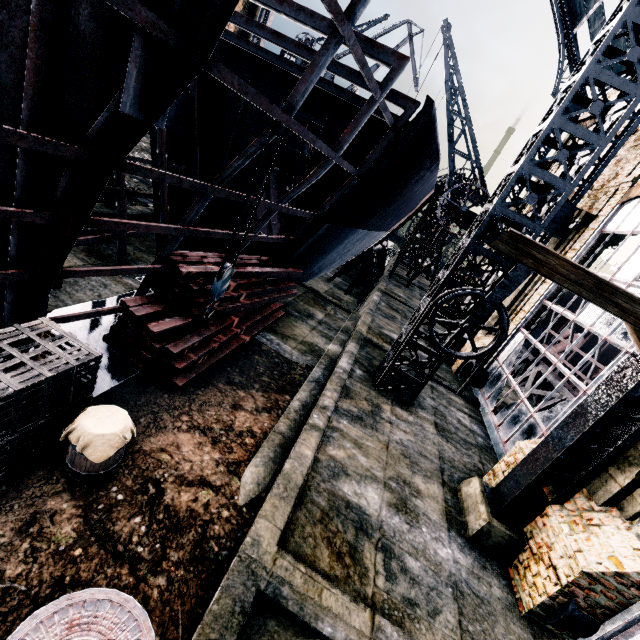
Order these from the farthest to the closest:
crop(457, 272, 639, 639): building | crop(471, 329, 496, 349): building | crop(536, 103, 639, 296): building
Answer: crop(471, 329, 496, 349): building
crop(536, 103, 639, 296): building
crop(457, 272, 639, 639): building

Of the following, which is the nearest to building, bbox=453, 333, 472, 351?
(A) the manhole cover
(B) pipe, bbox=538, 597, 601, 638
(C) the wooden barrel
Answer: (B) pipe, bbox=538, 597, 601, 638

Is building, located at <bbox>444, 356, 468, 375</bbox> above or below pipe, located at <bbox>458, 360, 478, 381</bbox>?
above

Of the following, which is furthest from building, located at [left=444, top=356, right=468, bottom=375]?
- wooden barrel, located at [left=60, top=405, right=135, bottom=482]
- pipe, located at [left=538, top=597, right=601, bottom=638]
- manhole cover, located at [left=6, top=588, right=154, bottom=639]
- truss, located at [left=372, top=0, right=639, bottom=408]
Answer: wooden barrel, located at [left=60, top=405, right=135, bottom=482]

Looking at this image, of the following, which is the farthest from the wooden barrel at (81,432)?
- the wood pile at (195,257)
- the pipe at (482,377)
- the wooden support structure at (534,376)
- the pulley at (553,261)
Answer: the wooden support structure at (534,376)

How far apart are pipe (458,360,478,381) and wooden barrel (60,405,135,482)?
15.7 meters

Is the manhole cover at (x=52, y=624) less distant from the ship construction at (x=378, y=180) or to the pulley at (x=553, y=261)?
the ship construction at (x=378, y=180)

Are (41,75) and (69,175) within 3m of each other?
yes
